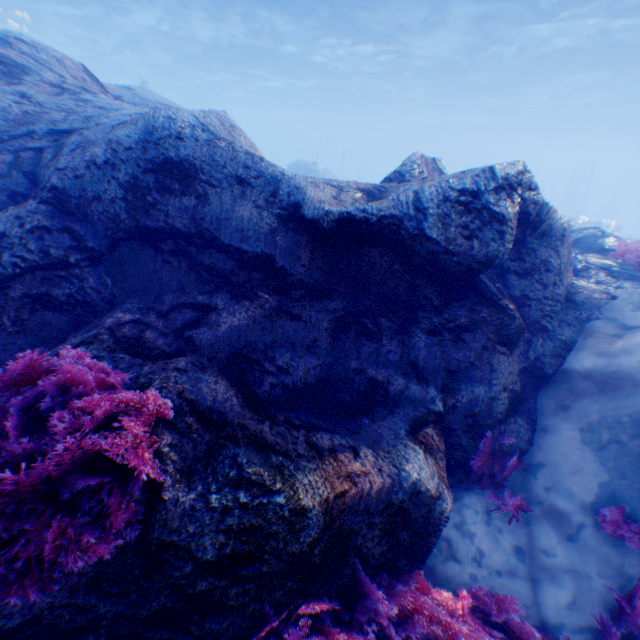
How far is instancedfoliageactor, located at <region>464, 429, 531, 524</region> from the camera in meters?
3.4 m

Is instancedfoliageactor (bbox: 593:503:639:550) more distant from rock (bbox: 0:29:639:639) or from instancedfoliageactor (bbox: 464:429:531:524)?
rock (bbox: 0:29:639:639)

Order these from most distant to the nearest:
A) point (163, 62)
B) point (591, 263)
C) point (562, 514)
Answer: point (163, 62) < point (591, 263) < point (562, 514)

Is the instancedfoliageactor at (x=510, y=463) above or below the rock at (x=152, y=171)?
below

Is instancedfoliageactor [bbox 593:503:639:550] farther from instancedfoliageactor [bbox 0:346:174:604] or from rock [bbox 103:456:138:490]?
rock [bbox 103:456:138:490]

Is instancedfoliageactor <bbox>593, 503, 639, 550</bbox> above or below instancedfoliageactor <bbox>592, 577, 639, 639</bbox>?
above

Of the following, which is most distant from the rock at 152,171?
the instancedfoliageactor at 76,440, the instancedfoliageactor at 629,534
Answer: the instancedfoliageactor at 629,534

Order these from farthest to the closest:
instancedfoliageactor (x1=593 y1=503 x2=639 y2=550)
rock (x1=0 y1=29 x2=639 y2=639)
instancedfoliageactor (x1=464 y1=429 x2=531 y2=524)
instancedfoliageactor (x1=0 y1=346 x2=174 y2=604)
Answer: instancedfoliageactor (x1=464 y1=429 x2=531 y2=524), instancedfoliageactor (x1=593 y1=503 x2=639 y2=550), rock (x1=0 y1=29 x2=639 y2=639), instancedfoliageactor (x1=0 y1=346 x2=174 y2=604)
